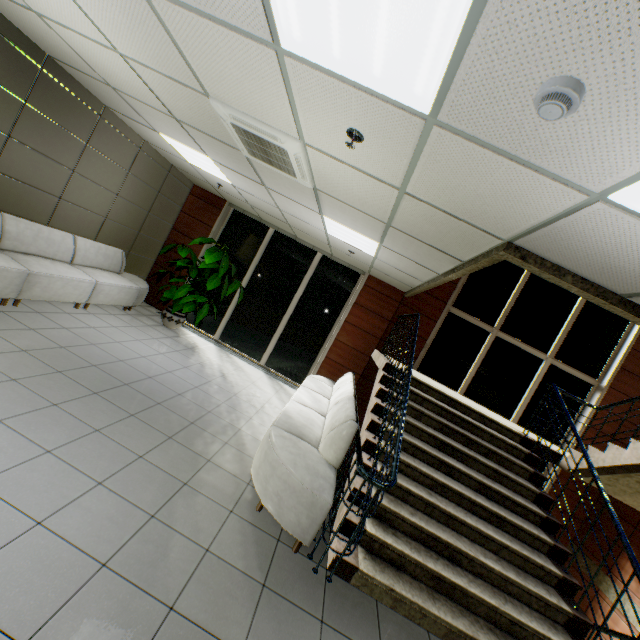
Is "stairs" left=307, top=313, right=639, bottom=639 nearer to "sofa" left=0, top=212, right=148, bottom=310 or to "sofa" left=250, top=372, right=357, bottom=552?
"sofa" left=250, top=372, right=357, bottom=552

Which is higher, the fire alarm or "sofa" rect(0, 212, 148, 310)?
the fire alarm

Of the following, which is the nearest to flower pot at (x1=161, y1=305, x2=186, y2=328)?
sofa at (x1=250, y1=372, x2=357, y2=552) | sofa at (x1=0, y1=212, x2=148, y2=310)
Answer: sofa at (x1=0, y1=212, x2=148, y2=310)

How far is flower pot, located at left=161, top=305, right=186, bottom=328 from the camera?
7.1 meters

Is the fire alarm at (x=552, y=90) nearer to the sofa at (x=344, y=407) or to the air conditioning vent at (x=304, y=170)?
the air conditioning vent at (x=304, y=170)

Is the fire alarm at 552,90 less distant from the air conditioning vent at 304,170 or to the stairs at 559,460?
the stairs at 559,460

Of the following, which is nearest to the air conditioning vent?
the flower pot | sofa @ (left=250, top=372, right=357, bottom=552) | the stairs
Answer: the stairs

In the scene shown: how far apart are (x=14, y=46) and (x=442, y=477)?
7.5 meters
